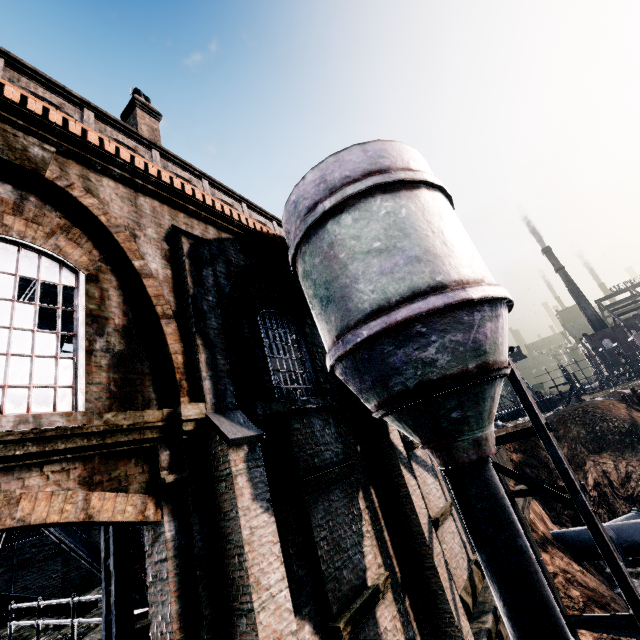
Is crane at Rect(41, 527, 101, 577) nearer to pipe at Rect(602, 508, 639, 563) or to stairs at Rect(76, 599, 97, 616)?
stairs at Rect(76, 599, 97, 616)

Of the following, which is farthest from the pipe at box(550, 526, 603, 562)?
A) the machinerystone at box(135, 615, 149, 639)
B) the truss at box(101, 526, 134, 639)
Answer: the truss at box(101, 526, 134, 639)

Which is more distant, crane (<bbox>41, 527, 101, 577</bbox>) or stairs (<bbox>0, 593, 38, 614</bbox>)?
stairs (<bbox>0, 593, 38, 614</bbox>)

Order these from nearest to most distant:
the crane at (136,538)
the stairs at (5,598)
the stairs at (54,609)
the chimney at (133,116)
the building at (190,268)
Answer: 1. the building at (190,268)
2. the crane at (136,538)
3. the stairs at (5,598)
4. the stairs at (54,609)
5. the chimney at (133,116)

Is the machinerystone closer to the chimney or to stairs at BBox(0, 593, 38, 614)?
stairs at BBox(0, 593, 38, 614)

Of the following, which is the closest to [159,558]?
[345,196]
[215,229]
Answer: [215,229]

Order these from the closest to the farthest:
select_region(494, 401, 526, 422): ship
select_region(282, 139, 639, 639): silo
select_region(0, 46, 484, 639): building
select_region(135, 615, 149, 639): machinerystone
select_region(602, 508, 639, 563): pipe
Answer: select_region(0, 46, 484, 639): building
select_region(282, 139, 639, 639): silo
select_region(135, 615, 149, 639): machinerystone
select_region(602, 508, 639, 563): pipe
select_region(494, 401, 526, 422): ship

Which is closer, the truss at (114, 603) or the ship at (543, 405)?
the truss at (114, 603)
